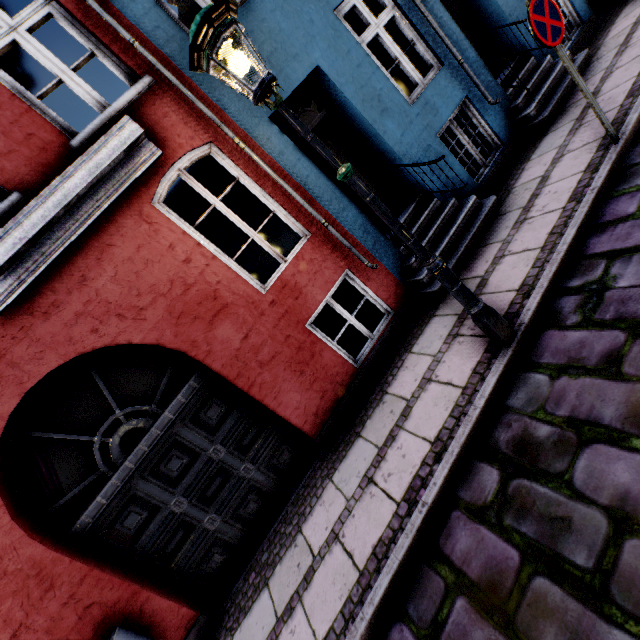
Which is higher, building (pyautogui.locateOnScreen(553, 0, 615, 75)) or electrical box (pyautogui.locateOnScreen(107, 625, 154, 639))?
electrical box (pyautogui.locateOnScreen(107, 625, 154, 639))

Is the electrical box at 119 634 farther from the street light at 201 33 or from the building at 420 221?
the street light at 201 33

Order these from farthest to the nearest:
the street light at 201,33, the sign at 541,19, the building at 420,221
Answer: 1. the building at 420,221
2. the sign at 541,19
3. the street light at 201,33

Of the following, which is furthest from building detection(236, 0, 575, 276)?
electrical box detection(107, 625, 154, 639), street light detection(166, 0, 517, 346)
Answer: street light detection(166, 0, 517, 346)

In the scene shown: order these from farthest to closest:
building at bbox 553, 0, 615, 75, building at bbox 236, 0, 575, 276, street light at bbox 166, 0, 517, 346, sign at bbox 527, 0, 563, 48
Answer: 1. building at bbox 553, 0, 615, 75
2. building at bbox 236, 0, 575, 276
3. sign at bbox 527, 0, 563, 48
4. street light at bbox 166, 0, 517, 346

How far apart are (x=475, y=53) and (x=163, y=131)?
5.7 meters

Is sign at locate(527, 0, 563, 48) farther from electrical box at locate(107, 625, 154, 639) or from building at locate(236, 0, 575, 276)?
electrical box at locate(107, 625, 154, 639)
